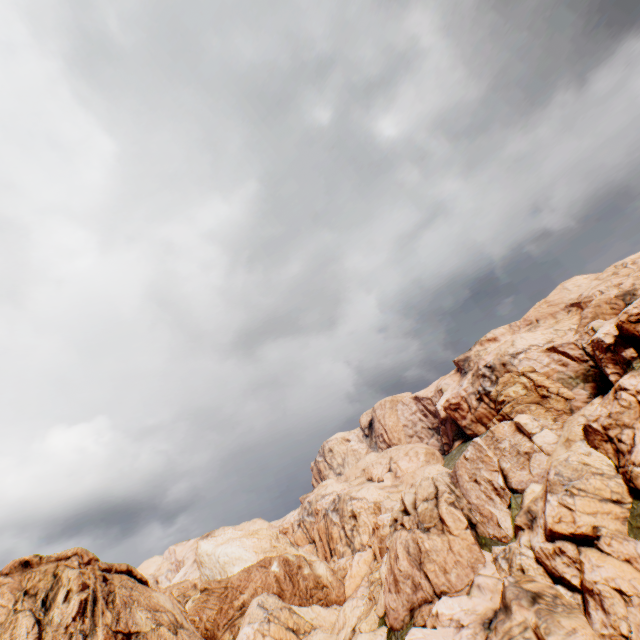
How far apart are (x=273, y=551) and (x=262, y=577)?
13.07m
